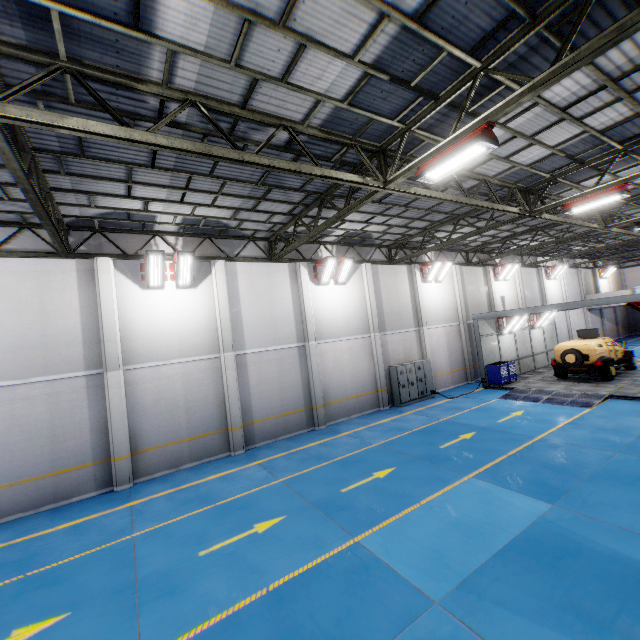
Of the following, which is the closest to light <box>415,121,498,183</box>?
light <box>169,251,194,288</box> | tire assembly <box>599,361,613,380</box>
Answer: light <box>169,251,194,288</box>

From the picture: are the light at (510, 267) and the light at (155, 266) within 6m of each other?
no

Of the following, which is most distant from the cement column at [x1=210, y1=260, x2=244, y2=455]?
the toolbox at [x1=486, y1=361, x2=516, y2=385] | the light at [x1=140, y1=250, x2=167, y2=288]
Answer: the toolbox at [x1=486, y1=361, x2=516, y2=385]

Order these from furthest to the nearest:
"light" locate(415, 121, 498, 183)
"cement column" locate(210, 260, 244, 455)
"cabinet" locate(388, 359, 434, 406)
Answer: "cabinet" locate(388, 359, 434, 406), "cement column" locate(210, 260, 244, 455), "light" locate(415, 121, 498, 183)

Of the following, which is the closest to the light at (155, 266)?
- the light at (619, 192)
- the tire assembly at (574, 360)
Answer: the light at (619, 192)

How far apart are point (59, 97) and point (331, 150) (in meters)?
5.67

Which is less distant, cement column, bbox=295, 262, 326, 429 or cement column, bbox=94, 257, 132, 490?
cement column, bbox=94, 257, 132, 490

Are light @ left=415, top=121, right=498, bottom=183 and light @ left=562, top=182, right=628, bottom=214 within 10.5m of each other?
yes
